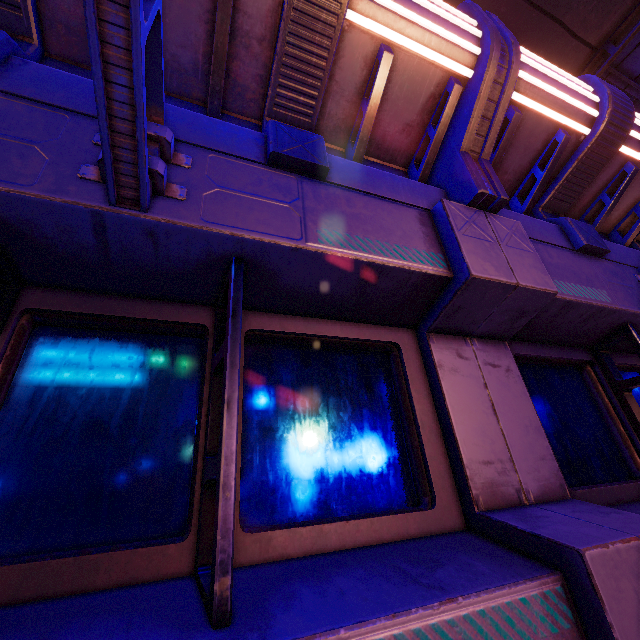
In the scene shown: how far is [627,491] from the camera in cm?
261
